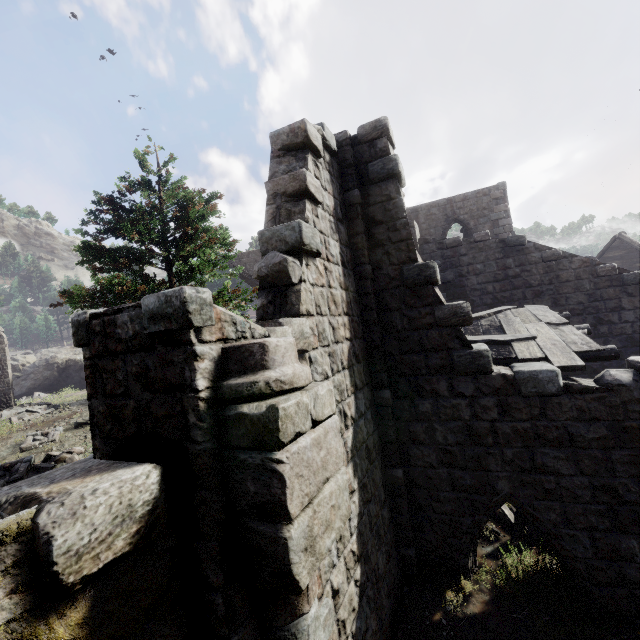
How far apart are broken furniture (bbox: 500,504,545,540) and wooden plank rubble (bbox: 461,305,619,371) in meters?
2.9

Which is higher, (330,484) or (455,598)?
(330,484)

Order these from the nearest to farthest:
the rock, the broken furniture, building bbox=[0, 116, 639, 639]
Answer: building bbox=[0, 116, 639, 639]
the broken furniture
the rock

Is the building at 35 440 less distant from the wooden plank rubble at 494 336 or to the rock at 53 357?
the rock at 53 357

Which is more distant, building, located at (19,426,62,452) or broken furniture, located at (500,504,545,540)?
building, located at (19,426,62,452)

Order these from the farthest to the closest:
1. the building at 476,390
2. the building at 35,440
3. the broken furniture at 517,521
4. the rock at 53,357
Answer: the rock at 53,357 < the building at 35,440 < the broken furniture at 517,521 < the building at 476,390

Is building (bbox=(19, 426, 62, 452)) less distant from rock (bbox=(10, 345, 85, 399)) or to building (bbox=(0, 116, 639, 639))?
building (bbox=(0, 116, 639, 639))

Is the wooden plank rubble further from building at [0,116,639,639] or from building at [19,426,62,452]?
building at [19,426,62,452]
